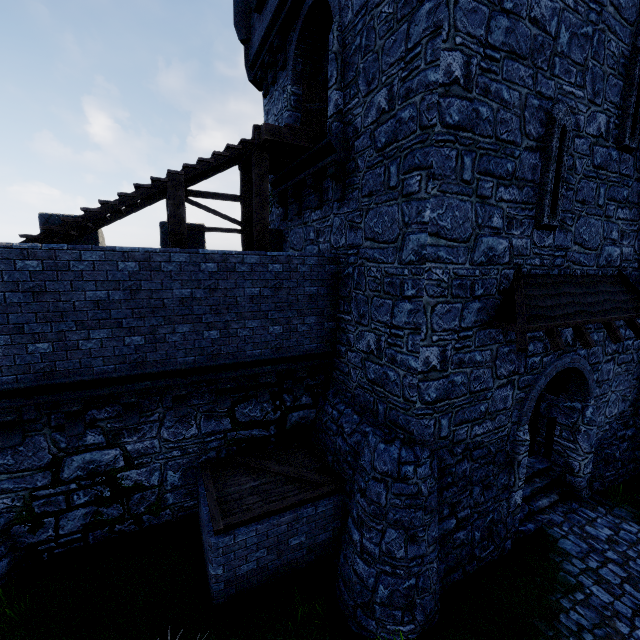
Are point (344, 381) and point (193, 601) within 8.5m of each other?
yes

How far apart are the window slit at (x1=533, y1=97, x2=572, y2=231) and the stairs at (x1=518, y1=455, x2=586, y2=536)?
6.6 meters

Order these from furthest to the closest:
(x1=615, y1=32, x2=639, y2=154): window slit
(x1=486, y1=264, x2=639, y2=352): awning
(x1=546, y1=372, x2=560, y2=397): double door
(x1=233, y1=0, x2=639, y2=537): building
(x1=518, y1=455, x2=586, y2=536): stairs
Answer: (x1=546, y1=372, x2=560, y2=397): double door, (x1=518, y1=455, x2=586, y2=536): stairs, (x1=615, y1=32, x2=639, y2=154): window slit, (x1=486, y1=264, x2=639, y2=352): awning, (x1=233, y1=0, x2=639, y2=537): building

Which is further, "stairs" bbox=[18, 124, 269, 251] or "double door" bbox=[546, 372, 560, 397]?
"double door" bbox=[546, 372, 560, 397]

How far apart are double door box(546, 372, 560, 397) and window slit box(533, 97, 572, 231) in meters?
4.0

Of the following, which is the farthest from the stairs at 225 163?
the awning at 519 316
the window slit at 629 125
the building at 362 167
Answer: the window slit at 629 125

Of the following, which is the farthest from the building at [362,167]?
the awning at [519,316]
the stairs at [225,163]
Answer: the stairs at [225,163]

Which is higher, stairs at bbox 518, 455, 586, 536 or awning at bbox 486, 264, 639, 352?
awning at bbox 486, 264, 639, 352
